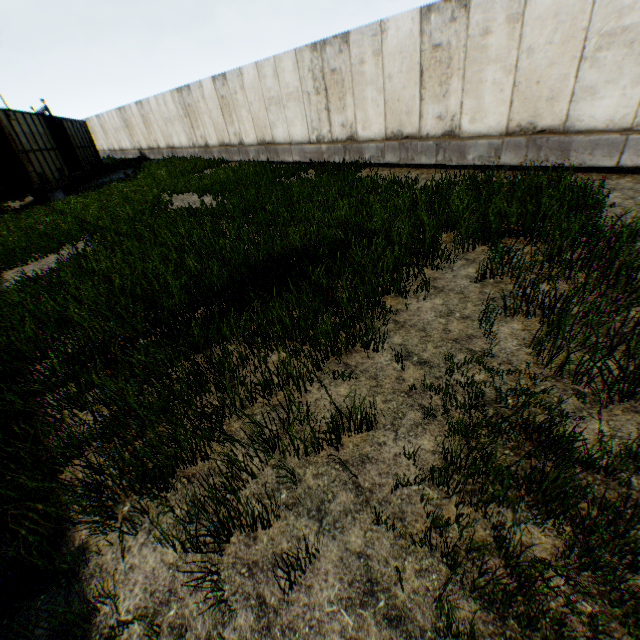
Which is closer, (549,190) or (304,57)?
(549,190)
